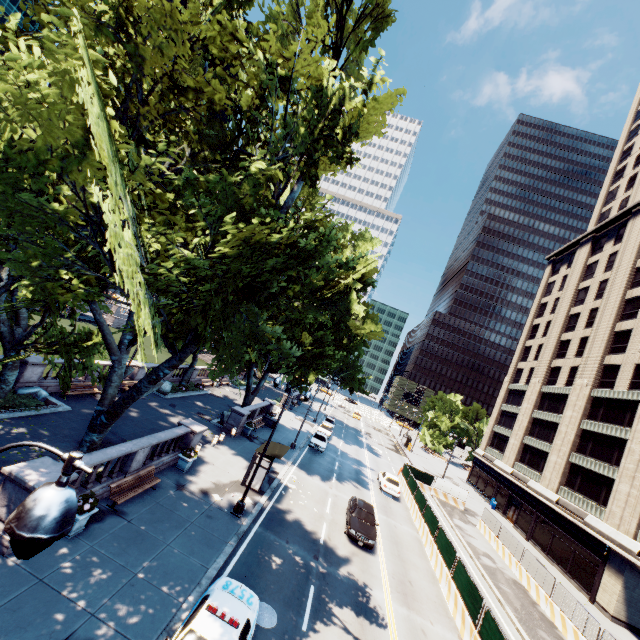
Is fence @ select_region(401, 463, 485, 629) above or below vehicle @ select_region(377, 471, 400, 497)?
above

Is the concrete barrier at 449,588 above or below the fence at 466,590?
below

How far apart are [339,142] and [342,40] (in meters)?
4.33

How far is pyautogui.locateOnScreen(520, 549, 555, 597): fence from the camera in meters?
21.8

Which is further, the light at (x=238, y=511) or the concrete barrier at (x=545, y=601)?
the concrete barrier at (x=545, y=601)

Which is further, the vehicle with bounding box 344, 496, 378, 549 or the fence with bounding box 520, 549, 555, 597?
the fence with bounding box 520, 549, 555, 597

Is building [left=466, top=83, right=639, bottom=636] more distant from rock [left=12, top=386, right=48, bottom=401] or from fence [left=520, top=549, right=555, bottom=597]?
rock [left=12, top=386, right=48, bottom=401]

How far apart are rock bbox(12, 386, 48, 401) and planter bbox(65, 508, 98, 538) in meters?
10.9 m
